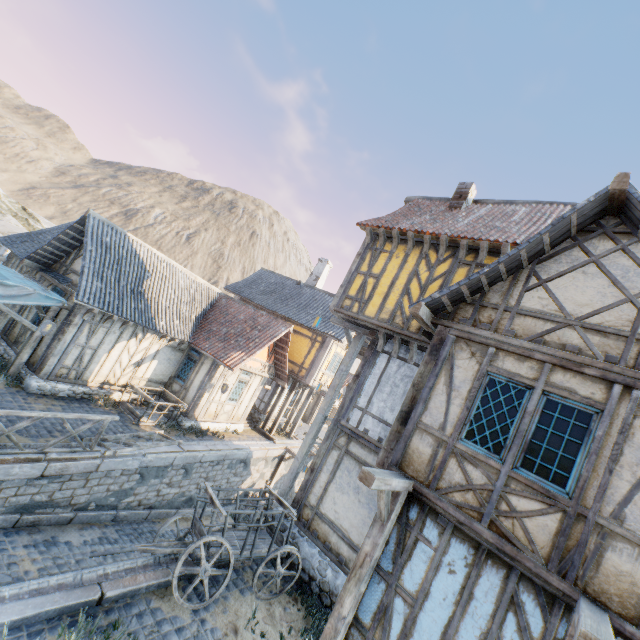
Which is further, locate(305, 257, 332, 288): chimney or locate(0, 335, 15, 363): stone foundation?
locate(305, 257, 332, 288): chimney

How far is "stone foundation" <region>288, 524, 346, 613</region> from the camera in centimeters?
762cm

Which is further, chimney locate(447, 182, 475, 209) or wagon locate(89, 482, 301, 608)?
chimney locate(447, 182, 475, 209)

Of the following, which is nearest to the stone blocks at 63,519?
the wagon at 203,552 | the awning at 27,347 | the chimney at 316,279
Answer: the awning at 27,347

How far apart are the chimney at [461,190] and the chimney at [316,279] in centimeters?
1245cm

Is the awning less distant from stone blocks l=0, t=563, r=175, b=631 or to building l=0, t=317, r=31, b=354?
building l=0, t=317, r=31, b=354

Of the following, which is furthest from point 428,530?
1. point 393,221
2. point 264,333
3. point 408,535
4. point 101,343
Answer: point 101,343

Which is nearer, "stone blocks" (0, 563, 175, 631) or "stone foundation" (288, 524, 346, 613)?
"stone blocks" (0, 563, 175, 631)
